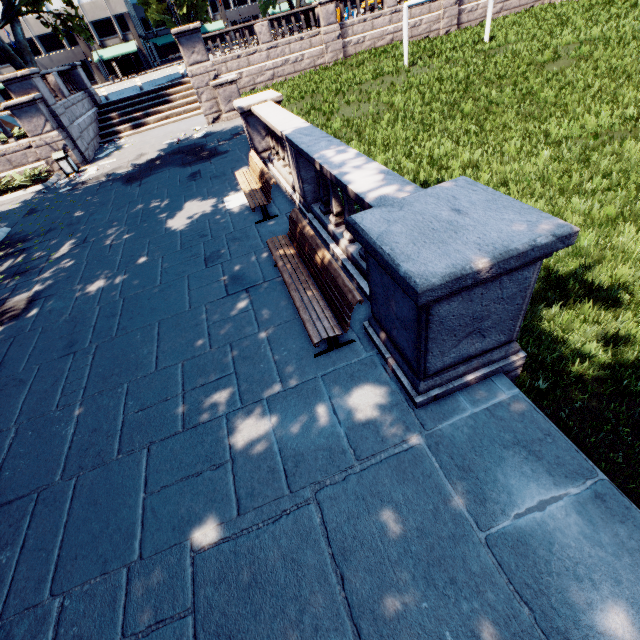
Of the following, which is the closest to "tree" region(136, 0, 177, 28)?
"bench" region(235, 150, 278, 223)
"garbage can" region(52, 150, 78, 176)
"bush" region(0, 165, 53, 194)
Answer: "bush" region(0, 165, 53, 194)

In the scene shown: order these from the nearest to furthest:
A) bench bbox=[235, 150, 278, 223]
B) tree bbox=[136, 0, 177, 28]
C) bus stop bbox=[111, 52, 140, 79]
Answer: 1. bench bbox=[235, 150, 278, 223]
2. bus stop bbox=[111, 52, 140, 79]
3. tree bbox=[136, 0, 177, 28]

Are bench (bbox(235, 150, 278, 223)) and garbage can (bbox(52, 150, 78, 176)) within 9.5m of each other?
no

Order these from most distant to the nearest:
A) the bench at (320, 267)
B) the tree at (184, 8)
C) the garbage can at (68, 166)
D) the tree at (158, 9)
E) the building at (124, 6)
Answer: the tree at (184, 8) → the tree at (158, 9) → the building at (124, 6) → the garbage can at (68, 166) → the bench at (320, 267)

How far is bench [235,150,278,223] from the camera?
7.4 meters

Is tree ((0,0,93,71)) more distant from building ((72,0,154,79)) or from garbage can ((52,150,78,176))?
garbage can ((52,150,78,176))

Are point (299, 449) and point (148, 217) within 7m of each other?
no

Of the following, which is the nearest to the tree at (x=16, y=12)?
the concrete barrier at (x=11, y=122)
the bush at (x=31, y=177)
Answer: the concrete barrier at (x=11, y=122)
